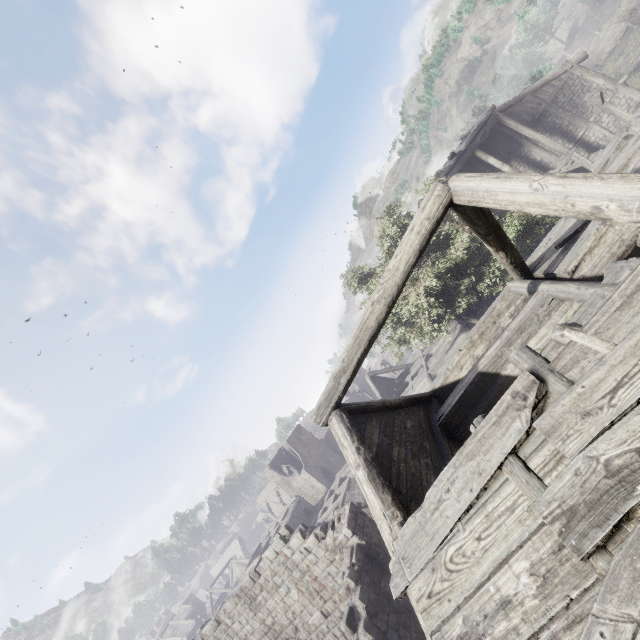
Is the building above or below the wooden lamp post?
below

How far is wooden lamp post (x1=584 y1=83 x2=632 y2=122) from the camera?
16.7m

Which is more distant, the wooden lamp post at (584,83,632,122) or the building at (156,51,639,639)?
the wooden lamp post at (584,83,632,122)

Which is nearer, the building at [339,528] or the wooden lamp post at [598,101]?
the building at [339,528]

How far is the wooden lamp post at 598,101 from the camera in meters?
16.7 m

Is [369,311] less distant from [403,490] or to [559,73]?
[403,490]
